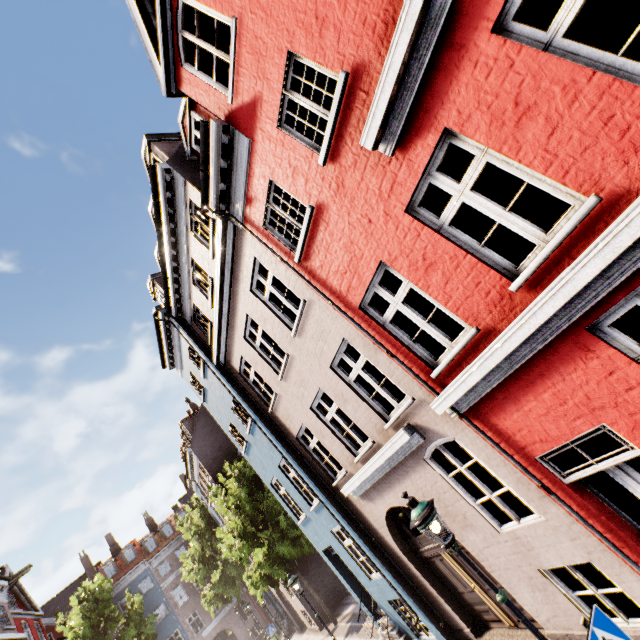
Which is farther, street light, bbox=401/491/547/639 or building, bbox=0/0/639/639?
street light, bbox=401/491/547/639

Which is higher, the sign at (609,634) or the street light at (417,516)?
the street light at (417,516)

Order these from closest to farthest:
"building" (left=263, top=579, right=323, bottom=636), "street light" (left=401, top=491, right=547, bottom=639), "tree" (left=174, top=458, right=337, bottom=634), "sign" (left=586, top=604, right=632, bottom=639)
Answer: "sign" (left=586, top=604, right=632, bottom=639) < "street light" (left=401, top=491, right=547, bottom=639) < "tree" (left=174, top=458, right=337, bottom=634) < "building" (left=263, top=579, right=323, bottom=636)

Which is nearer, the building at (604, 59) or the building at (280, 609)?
the building at (604, 59)

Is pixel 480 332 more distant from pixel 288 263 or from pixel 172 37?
pixel 172 37

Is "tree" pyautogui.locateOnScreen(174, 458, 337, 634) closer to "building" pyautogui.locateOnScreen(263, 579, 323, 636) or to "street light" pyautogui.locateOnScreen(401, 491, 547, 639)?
"building" pyautogui.locateOnScreen(263, 579, 323, 636)

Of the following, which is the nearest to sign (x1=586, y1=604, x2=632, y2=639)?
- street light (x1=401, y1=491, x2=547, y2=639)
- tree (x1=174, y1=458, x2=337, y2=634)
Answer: street light (x1=401, y1=491, x2=547, y2=639)
